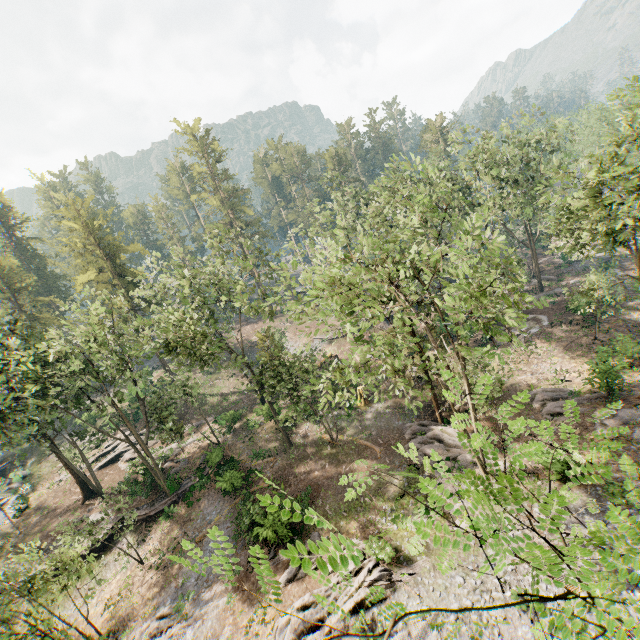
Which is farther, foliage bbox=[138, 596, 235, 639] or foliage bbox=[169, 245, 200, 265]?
foliage bbox=[169, 245, 200, 265]

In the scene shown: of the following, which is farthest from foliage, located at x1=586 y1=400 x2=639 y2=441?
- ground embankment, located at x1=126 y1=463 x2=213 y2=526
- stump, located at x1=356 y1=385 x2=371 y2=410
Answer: stump, located at x1=356 y1=385 x2=371 y2=410

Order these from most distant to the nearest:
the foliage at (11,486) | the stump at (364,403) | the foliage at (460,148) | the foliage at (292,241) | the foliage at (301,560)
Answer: the stump at (364,403)
the foliage at (11,486)
the foliage at (460,148)
the foliage at (292,241)
the foliage at (301,560)

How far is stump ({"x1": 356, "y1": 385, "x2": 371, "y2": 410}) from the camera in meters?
31.2

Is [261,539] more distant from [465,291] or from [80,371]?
[465,291]

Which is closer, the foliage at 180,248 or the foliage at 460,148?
the foliage at 180,248

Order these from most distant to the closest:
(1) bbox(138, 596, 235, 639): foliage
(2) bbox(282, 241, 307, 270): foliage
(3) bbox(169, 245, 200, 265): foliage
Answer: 1. (3) bbox(169, 245, 200, 265): foliage
2. (1) bbox(138, 596, 235, 639): foliage
3. (2) bbox(282, 241, 307, 270): foliage
